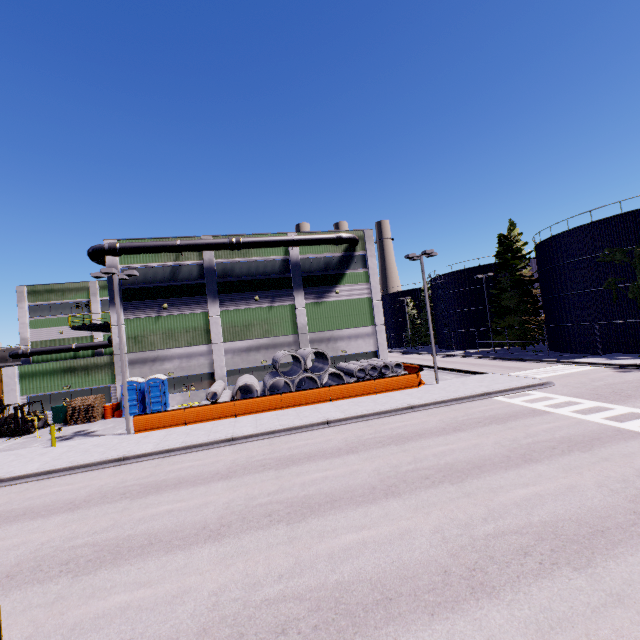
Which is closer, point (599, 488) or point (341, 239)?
point (599, 488)

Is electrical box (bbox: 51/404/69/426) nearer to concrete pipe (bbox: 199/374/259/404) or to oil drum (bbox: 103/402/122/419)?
oil drum (bbox: 103/402/122/419)

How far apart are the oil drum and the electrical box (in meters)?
2.21

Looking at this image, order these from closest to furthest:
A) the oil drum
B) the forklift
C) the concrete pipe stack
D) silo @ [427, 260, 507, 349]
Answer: the forklift → the concrete pipe stack → the oil drum → silo @ [427, 260, 507, 349]

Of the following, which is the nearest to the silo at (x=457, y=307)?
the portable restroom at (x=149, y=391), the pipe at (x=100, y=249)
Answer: the pipe at (x=100, y=249)

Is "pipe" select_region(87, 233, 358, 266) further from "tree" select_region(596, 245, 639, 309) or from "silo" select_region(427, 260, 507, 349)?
"silo" select_region(427, 260, 507, 349)

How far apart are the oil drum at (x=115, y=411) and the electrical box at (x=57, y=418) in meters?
2.2 m

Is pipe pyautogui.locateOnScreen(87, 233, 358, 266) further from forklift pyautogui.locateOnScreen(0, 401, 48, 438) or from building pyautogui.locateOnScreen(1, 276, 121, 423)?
forklift pyautogui.locateOnScreen(0, 401, 48, 438)
